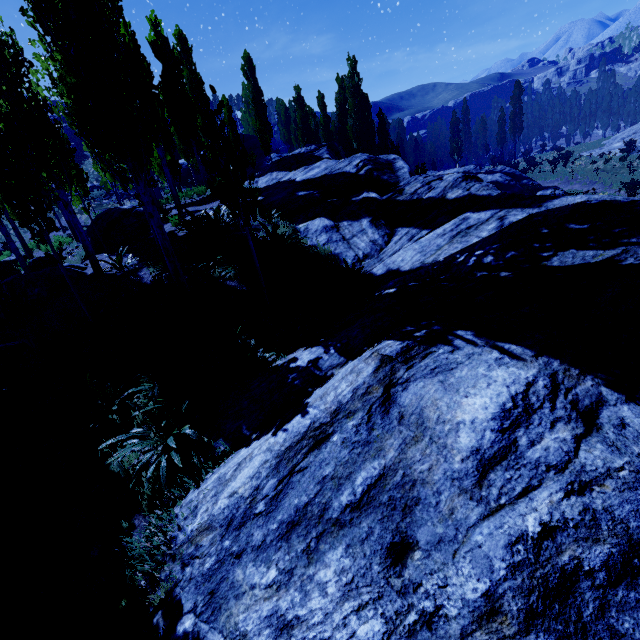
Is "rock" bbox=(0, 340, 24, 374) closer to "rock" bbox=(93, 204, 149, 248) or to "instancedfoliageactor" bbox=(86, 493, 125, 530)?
"instancedfoliageactor" bbox=(86, 493, 125, 530)

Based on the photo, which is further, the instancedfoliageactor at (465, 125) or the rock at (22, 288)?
the instancedfoliageactor at (465, 125)

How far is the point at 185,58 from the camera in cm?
2292

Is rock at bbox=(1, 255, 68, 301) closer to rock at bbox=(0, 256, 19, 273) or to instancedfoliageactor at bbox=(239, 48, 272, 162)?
instancedfoliageactor at bbox=(239, 48, 272, 162)

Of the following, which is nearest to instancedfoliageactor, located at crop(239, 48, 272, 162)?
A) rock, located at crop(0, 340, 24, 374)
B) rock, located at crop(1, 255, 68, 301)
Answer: rock, located at crop(0, 340, 24, 374)

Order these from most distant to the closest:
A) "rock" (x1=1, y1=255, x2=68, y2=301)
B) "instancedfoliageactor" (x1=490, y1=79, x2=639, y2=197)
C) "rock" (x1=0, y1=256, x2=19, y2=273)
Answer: "instancedfoliageactor" (x1=490, y1=79, x2=639, y2=197) → "rock" (x1=0, y1=256, x2=19, y2=273) → "rock" (x1=1, y1=255, x2=68, y2=301)

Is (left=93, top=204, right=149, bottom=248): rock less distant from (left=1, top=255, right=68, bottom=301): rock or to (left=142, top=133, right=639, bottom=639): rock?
(left=1, top=255, right=68, bottom=301): rock

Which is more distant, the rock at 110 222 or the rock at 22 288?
the rock at 110 222
